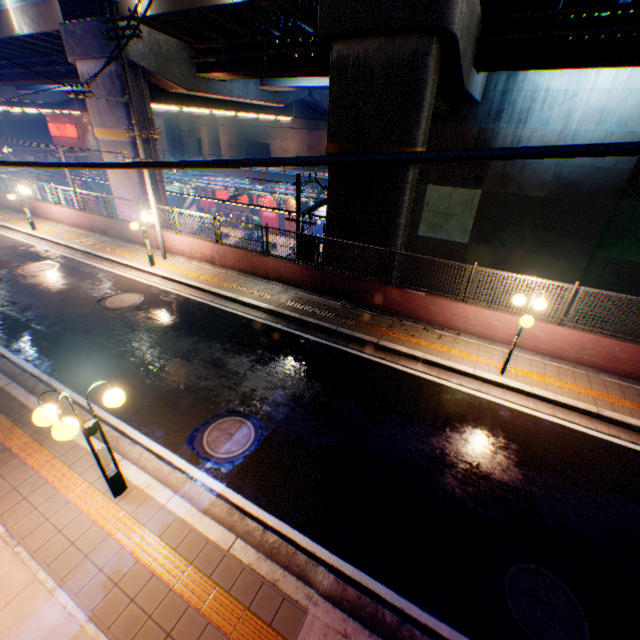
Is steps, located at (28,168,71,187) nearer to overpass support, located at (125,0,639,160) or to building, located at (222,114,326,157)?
overpass support, located at (125,0,639,160)

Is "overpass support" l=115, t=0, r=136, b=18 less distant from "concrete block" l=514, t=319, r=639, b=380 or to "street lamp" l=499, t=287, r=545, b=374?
"concrete block" l=514, t=319, r=639, b=380

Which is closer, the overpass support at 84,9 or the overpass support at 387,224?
the overpass support at 387,224

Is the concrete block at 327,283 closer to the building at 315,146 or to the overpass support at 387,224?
the overpass support at 387,224

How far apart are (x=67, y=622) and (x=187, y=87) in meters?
21.0

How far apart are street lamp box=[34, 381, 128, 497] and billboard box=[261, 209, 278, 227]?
36.47m

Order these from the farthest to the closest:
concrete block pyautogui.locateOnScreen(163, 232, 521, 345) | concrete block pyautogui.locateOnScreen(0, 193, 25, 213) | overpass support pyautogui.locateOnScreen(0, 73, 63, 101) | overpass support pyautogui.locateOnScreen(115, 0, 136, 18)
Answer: overpass support pyautogui.locateOnScreen(0, 73, 63, 101), concrete block pyautogui.locateOnScreen(0, 193, 25, 213), overpass support pyautogui.locateOnScreen(115, 0, 136, 18), concrete block pyautogui.locateOnScreen(163, 232, 521, 345)

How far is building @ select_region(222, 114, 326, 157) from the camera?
53.3 meters
